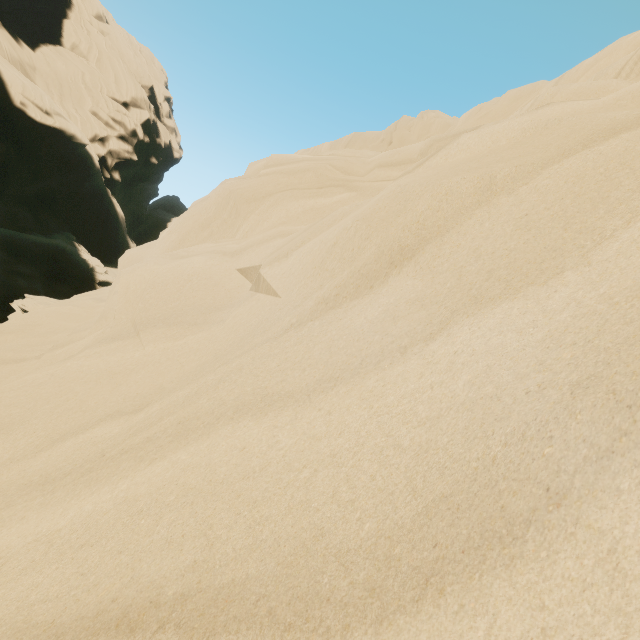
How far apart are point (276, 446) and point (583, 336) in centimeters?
119cm
